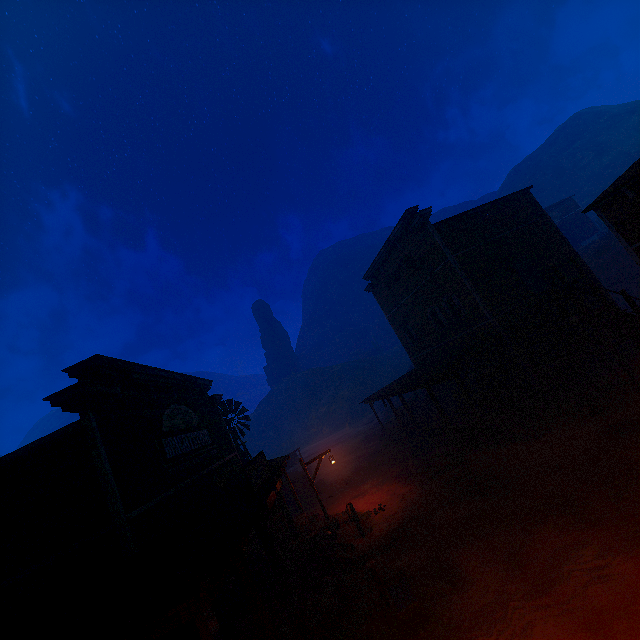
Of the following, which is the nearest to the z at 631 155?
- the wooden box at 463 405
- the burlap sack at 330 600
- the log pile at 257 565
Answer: the burlap sack at 330 600

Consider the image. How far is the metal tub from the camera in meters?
13.4

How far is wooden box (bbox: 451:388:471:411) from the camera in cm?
1866

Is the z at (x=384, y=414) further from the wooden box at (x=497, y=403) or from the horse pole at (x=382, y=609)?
the wooden box at (x=497, y=403)

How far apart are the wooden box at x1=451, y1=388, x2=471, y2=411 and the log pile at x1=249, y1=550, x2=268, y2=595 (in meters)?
12.94

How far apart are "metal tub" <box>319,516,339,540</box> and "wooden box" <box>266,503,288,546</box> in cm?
108

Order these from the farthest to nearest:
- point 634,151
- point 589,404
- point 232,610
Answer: point 634,151 < point 589,404 < point 232,610

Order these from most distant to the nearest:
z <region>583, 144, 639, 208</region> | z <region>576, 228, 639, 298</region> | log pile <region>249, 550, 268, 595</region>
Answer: z <region>583, 144, 639, 208</region>
z <region>576, 228, 639, 298</region>
log pile <region>249, 550, 268, 595</region>
